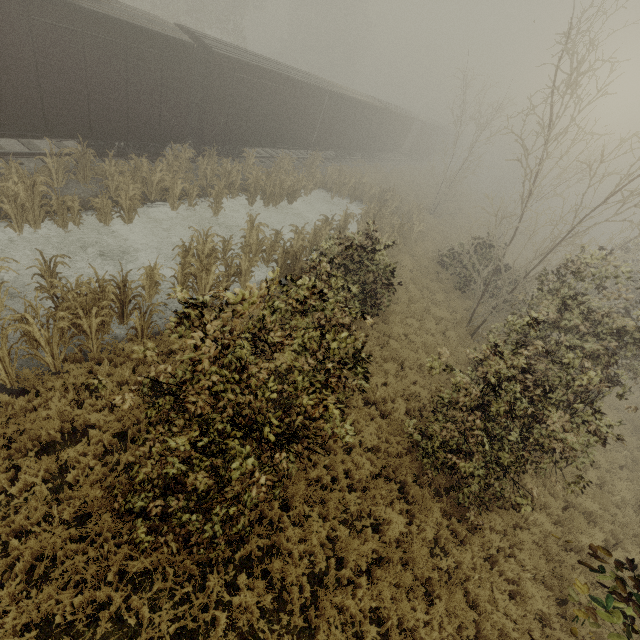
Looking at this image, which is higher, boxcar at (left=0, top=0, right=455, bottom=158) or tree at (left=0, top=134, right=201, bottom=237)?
boxcar at (left=0, top=0, right=455, bottom=158)

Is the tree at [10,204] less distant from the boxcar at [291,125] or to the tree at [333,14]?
the boxcar at [291,125]

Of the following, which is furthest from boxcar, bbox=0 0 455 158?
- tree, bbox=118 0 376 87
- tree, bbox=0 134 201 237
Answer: tree, bbox=118 0 376 87

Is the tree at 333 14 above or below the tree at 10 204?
above

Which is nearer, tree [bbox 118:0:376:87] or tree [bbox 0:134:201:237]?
tree [bbox 0:134:201:237]

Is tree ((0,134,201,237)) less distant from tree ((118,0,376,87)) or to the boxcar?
the boxcar

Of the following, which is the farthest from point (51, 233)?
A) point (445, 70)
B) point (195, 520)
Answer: point (445, 70)
